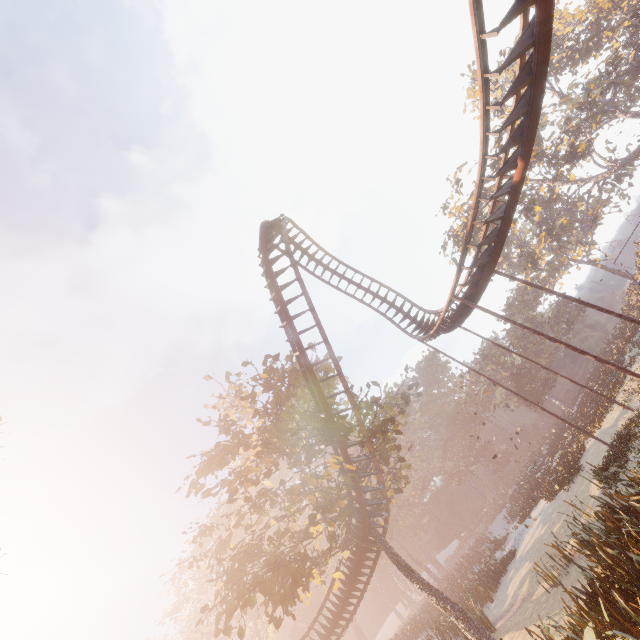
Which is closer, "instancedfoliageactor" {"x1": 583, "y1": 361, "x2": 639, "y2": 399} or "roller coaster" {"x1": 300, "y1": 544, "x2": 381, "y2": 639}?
"roller coaster" {"x1": 300, "y1": 544, "x2": 381, "y2": 639}

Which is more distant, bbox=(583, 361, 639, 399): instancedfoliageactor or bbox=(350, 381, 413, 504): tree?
bbox=(583, 361, 639, 399): instancedfoliageactor

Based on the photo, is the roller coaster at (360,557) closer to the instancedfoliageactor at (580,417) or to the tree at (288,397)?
the tree at (288,397)

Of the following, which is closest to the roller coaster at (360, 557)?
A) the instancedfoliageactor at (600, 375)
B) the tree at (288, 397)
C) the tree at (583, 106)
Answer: the tree at (288, 397)

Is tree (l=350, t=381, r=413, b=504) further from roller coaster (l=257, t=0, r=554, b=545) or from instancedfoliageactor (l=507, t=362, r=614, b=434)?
instancedfoliageactor (l=507, t=362, r=614, b=434)

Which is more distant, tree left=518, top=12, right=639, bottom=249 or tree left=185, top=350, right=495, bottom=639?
tree left=518, top=12, right=639, bottom=249

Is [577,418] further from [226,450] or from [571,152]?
[226,450]
